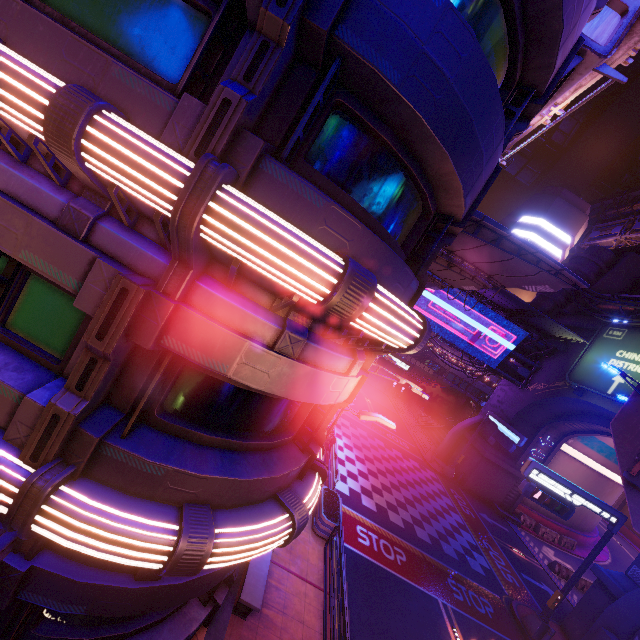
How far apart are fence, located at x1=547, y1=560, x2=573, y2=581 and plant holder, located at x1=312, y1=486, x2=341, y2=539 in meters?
21.0

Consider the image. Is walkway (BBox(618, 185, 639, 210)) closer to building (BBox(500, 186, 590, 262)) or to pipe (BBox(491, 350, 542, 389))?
building (BBox(500, 186, 590, 262))

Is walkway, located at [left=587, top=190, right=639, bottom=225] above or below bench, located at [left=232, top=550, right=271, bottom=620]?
above

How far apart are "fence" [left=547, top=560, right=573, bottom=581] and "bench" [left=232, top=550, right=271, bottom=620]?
25.3 meters

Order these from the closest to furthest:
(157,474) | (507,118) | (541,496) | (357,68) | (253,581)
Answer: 1. (357,68)
2. (157,474)
3. (507,118)
4. (253,581)
5. (541,496)

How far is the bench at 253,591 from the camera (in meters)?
8.62

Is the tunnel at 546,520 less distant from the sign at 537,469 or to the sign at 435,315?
the sign at 537,469

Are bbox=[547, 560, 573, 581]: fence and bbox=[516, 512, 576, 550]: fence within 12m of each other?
yes
